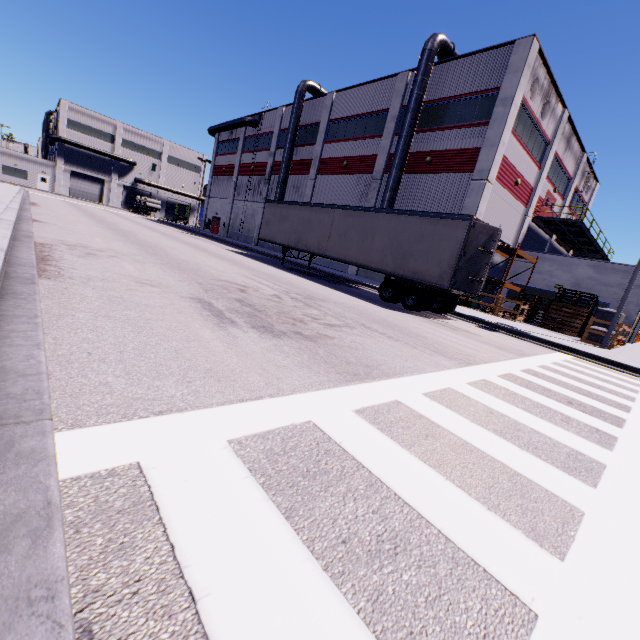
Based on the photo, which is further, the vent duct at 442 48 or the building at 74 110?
the building at 74 110

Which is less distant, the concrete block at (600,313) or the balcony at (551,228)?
the concrete block at (600,313)

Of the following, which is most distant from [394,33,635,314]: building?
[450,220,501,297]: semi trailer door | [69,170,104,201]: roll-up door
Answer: [450,220,501,297]: semi trailer door

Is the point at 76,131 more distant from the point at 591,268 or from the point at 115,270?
the point at 591,268

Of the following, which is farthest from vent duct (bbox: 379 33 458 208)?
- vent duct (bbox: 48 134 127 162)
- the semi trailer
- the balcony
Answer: the balcony

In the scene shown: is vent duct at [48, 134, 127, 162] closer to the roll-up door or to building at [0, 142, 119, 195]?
building at [0, 142, 119, 195]

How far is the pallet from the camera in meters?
19.8 m

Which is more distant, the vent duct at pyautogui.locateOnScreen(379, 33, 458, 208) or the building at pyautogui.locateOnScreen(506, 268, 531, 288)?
the building at pyautogui.locateOnScreen(506, 268, 531, 288)
